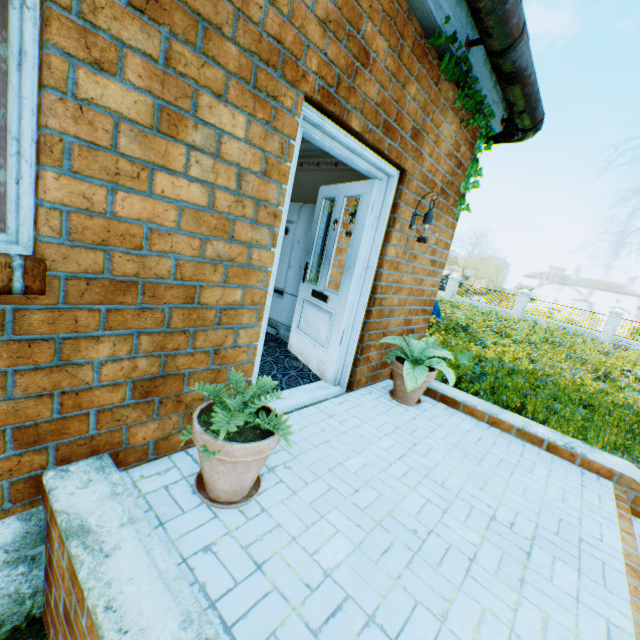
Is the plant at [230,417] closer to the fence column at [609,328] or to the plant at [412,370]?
the plant at [412,370]

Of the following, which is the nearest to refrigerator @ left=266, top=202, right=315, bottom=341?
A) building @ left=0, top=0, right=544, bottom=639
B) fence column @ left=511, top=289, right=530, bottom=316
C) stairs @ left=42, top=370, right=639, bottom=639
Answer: building @ left=0, top=0, right=544, bottom=639

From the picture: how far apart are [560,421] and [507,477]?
3.45m

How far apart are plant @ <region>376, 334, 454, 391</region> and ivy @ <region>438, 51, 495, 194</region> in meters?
2.4

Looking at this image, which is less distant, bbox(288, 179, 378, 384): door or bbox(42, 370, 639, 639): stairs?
bbox(42, 370, 639, 639): stairs

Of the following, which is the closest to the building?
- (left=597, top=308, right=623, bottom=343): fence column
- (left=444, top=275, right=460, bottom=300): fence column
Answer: (left=444, top=275, right=460, bottom=300): fence column

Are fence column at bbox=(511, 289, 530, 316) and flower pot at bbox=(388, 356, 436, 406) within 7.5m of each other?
no

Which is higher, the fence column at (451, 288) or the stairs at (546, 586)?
the fence column at (451, 288)
